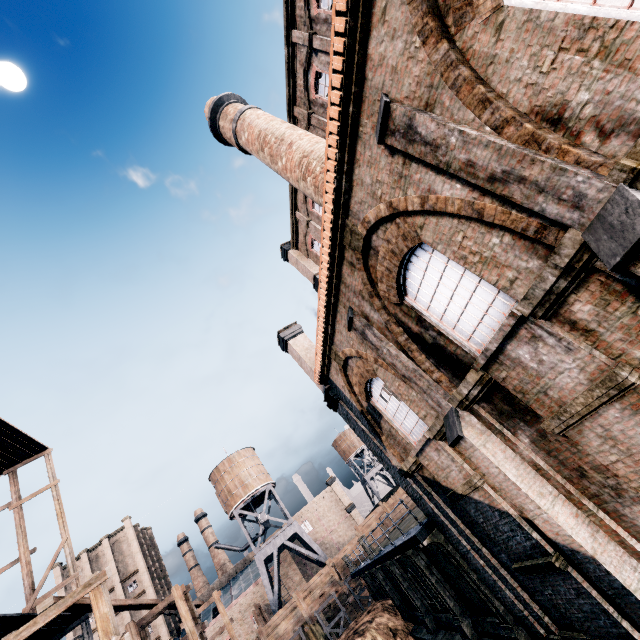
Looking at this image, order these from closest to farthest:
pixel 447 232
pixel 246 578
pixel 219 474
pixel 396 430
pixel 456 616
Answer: pixel 447 232 → pixel 396 430 → pixel 456 616 → pixel 219 474 → pixel 246 578

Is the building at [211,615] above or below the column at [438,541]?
above

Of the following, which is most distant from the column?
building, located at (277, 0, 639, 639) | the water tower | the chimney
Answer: the water tower

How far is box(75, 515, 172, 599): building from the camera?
50.03m

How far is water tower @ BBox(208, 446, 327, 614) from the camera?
41.8 meters

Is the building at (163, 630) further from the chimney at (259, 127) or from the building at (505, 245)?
the chimney at (259, 127)
